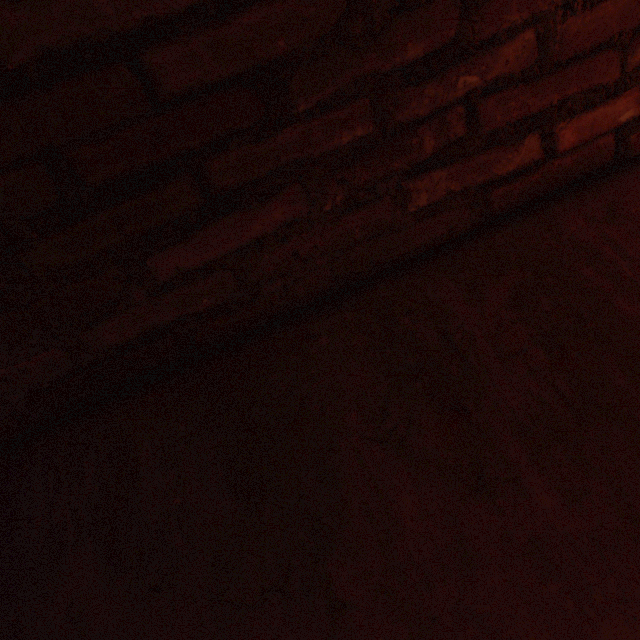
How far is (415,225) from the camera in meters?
0.9
